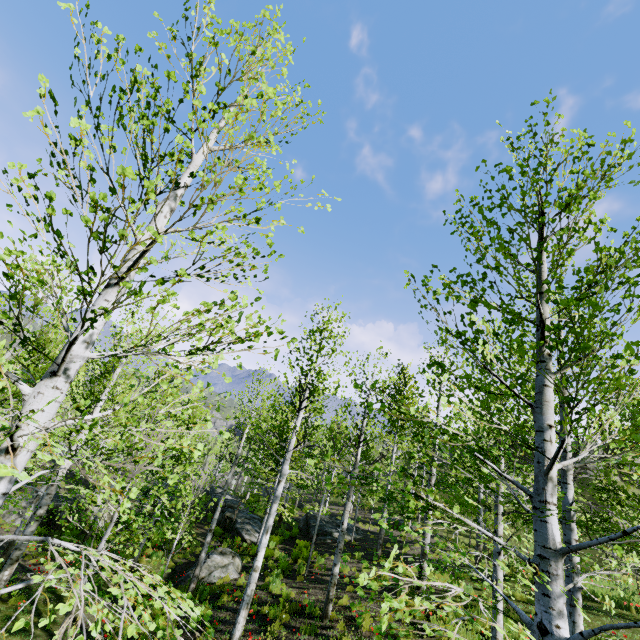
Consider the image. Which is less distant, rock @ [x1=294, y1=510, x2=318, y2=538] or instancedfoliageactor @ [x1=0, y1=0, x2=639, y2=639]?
instancedfoliageactor @ [x1=0, y1=0, x2=639, y2=639]

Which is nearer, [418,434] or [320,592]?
[418,434]

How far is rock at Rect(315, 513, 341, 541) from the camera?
19.58m

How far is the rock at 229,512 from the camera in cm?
2256
